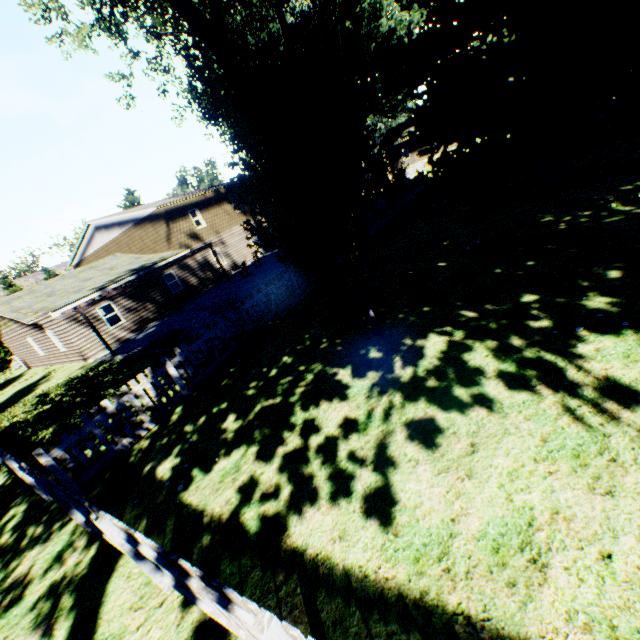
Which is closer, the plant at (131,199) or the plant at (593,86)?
the plant at (593,86)

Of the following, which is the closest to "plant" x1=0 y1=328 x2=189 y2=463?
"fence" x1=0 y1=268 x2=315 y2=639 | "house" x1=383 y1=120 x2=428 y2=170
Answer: "fence" x1=0 y1=268 x2=315 y2=639

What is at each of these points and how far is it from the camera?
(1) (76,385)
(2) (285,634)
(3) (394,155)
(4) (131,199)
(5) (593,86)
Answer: (1) plant, 15.0 meters
(2) fence, 2.0 meters
(3) house, 44.3 meters
(4) plant, 45.5 meters
(5) plant, 11.7 meters

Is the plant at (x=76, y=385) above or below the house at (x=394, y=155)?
below

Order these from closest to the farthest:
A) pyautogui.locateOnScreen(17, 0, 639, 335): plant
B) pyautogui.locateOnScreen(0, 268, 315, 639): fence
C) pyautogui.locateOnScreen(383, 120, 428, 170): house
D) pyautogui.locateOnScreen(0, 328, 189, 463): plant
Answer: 1. pyautogui.locateOnScreen(0, 268, 315, 639): fence
2. pyautogui.locateOnScreen(17, 0, 639, 335): plant
3. pyautogui.locateOnScreen(0, 328, 189, 463): plant
4. pyautogui.locateOnScreen(383, 120, 428, 170): house

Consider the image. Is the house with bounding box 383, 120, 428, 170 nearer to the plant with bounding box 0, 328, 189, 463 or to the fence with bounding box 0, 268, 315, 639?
the fence with bounding box 0, 268, 315, 639
